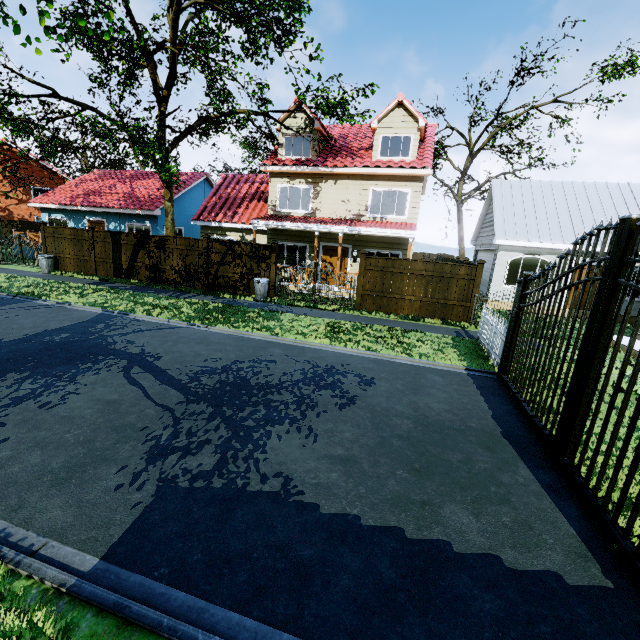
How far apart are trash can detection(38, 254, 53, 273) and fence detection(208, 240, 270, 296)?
9.19m

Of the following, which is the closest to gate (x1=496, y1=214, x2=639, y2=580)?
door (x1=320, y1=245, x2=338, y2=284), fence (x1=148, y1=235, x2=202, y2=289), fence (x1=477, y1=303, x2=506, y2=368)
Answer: fence (x1=477, y1=303, x2=506, y2=368)

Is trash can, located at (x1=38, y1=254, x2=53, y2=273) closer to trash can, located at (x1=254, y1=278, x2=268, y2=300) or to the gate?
trash can, located at (x1=254, y1=278, x2=268, y2=300)

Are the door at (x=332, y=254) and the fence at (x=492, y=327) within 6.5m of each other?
no

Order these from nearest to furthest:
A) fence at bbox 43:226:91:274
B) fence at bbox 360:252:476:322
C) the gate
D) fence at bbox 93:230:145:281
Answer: the gate
fence at bbox 360:252:476:322
fence at bbox 93:230:145:281
fence at bbox 43:226:91:274

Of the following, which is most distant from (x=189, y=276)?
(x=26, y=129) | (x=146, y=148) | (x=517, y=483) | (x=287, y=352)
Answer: (x=26, y=129)

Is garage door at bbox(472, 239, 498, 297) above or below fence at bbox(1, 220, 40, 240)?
above

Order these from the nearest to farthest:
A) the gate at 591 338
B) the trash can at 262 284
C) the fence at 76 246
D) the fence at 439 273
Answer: the gate at 591 338, the fence at 439 273, the trash can at 262 284, the fence at 76 246
